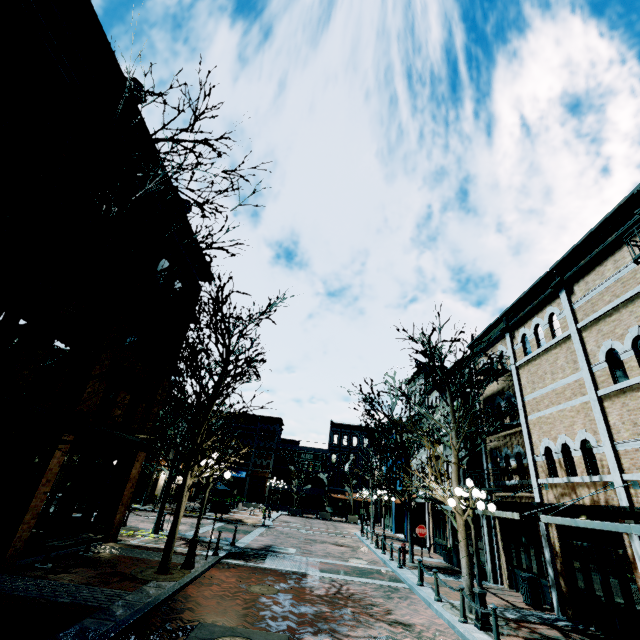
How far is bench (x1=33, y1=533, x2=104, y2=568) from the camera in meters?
9.3

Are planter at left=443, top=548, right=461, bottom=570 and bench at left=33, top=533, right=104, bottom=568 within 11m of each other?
no

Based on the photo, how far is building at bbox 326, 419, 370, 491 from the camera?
50.2 meters

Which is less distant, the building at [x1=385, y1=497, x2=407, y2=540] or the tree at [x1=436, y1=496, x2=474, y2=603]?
the tree at [x1=436, y1=496, x2=474, y2=603]

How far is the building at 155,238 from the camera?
13.82m

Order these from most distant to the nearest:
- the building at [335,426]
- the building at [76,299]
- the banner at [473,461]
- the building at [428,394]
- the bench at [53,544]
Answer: the building at [335,426] < the building at [428,394] < the banner at [473,461] < the building at [76,299] < the bench at [53,544]

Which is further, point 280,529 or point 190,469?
point 280,529

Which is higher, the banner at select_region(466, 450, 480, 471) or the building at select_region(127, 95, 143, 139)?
the building at select_region(127, 95, 143, 139)
